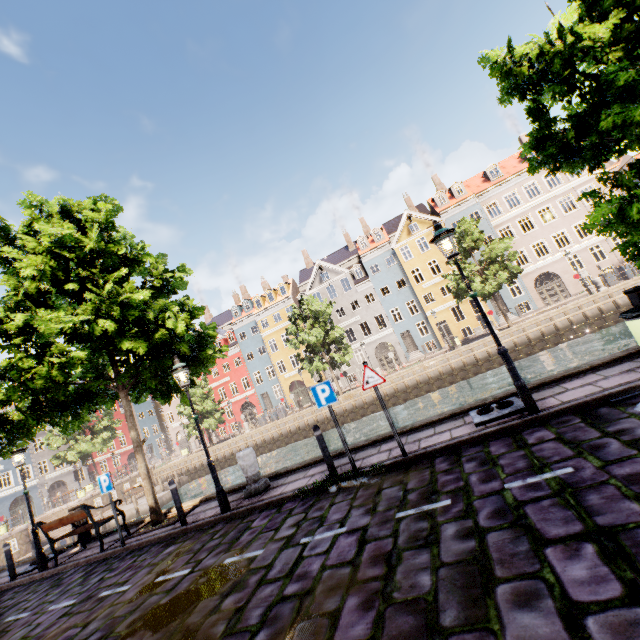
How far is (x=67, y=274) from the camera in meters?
8.6

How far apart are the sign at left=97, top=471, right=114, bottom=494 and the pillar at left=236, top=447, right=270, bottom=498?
3.41m

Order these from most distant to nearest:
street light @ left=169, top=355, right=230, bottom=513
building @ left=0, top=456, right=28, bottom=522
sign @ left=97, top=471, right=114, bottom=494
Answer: building @ left=0, top=456, right=28, bottom=522 → sign @ left=97, top=471, right=114, bottom=494 → street light @ left=169, top=355, right=230, bottom=513

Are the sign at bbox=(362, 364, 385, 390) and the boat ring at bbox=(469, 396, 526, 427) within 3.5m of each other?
yes

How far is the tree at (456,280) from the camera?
25.3 meters

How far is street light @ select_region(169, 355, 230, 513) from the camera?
7.6m

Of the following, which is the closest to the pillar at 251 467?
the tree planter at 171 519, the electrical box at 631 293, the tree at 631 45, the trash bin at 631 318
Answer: the tree planter at 171 519

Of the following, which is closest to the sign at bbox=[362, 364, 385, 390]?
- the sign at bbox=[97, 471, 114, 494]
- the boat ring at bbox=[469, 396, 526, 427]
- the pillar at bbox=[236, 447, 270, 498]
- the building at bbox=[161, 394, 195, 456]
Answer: the boat ring at bbox=[469, 396, 526, 427]
